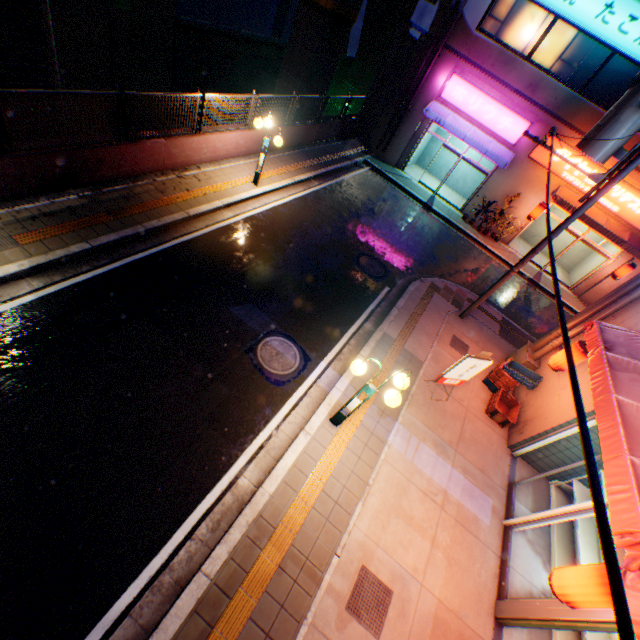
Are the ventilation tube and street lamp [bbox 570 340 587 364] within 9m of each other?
yes

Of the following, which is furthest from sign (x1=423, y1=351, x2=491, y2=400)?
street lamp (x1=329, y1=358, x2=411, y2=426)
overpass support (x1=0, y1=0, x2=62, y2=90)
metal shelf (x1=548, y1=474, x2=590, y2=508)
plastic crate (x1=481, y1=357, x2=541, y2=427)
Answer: overpass support (x1=0, y1=0, x2=62, y2=90)

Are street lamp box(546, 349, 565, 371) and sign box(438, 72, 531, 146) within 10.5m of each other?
no

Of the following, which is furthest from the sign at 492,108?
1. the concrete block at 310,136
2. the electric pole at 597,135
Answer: the electric pole at 597,135

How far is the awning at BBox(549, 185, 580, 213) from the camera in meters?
15.6 m

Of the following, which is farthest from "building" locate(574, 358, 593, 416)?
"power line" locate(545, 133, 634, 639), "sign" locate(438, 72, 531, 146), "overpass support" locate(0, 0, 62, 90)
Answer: "overpass support" locate(0, 0, 62, 90)

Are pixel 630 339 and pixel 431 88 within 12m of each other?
no

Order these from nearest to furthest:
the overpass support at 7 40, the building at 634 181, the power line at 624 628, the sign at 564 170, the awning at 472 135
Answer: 1. the power line at 624 628
2. the overpass support at 7 40
3. the building at 634 181
4. the sign at 564 170
5. the awning at 472 135
